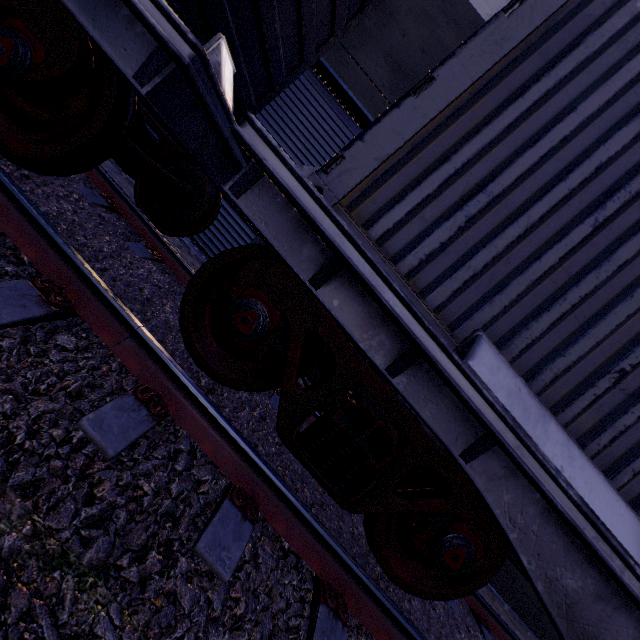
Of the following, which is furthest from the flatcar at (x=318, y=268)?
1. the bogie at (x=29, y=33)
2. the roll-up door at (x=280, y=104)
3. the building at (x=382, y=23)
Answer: the roll-up door at (x=280, y=104)

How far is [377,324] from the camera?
1.9 meters

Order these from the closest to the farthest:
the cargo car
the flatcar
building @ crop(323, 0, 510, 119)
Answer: the flatcar
the cargo car
building @ crop(323, 0, 510, 119)

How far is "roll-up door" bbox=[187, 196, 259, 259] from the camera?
6.94m

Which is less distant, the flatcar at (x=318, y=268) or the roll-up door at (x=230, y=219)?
the flatcar at (x=318, y=268)

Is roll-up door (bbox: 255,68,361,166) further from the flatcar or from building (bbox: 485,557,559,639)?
the flatcar

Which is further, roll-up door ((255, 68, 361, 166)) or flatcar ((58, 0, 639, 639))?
roll-up door ((255, 68, 361, 166))

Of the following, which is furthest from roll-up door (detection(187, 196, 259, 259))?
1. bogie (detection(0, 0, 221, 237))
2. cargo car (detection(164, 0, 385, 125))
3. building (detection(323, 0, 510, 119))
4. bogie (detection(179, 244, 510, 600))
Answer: bogie (detection(179, 244, 510, 600))
